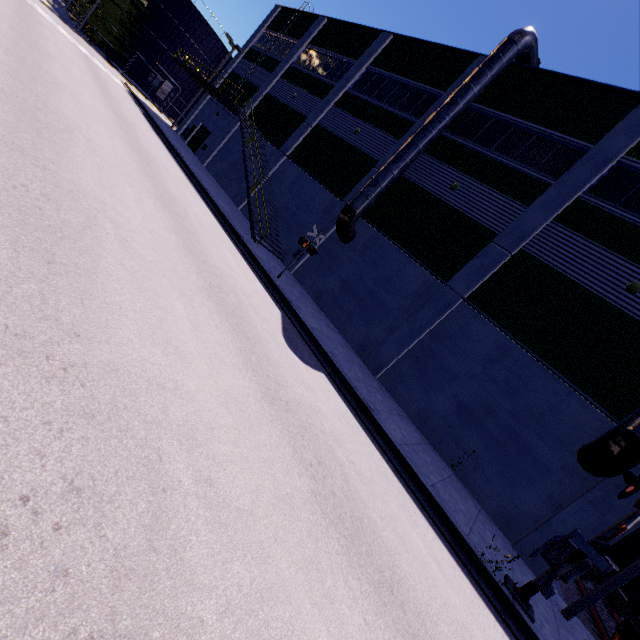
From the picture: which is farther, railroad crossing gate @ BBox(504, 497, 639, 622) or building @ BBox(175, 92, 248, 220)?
building @ BBox(175, 92, 248, 220)

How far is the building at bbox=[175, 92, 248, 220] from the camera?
24.05m

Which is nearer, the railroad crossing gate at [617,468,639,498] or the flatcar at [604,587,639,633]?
the railroad crossing gate at [617,468,639,498]

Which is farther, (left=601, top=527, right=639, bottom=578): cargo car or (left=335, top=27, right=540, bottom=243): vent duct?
(left=335, top=27, right=540, bottom=243): vent duct

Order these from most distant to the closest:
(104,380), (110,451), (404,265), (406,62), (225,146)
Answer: (225,146), (406,62), (404,265), (104,380), (110,451)

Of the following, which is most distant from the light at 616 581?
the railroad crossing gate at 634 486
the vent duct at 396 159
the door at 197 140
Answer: the door at 197 140

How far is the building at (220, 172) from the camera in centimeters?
2405cm

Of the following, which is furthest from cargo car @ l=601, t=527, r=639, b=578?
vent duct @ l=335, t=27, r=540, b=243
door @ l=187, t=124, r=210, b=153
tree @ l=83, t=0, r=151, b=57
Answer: door @ l=187, t=124, r=210, b=153
